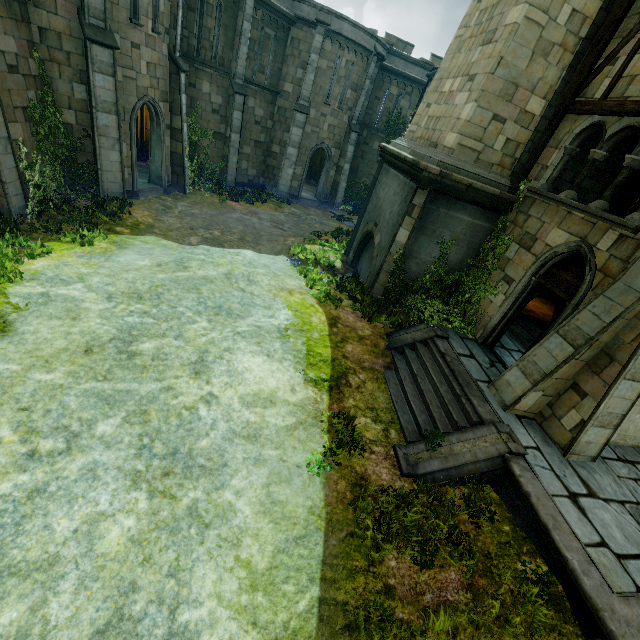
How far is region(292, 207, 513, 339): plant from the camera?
10.09m

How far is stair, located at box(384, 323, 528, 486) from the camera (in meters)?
6.50

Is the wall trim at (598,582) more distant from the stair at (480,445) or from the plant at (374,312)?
the plant at (374,312)

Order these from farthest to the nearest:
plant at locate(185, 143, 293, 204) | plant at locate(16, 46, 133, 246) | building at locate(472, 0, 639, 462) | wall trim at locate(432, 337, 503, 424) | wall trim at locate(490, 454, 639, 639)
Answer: plant at locate(185, 143, 293, 204) < plant at locate(16, 46, 133, 246) < wall trim at locate(432, 337, 503, 424) < building at locate(472, 0, 639, 462) < wall trim at locate(490, 454, 639, 639)

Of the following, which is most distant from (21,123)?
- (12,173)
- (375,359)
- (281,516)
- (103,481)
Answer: (281,516)

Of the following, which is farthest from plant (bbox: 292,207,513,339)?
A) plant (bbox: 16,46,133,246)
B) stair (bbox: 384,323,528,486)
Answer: plant (bbox: 16,46,133,246)

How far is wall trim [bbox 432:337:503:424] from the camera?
7.2 meters

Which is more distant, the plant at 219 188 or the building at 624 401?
the plant at 219 188
